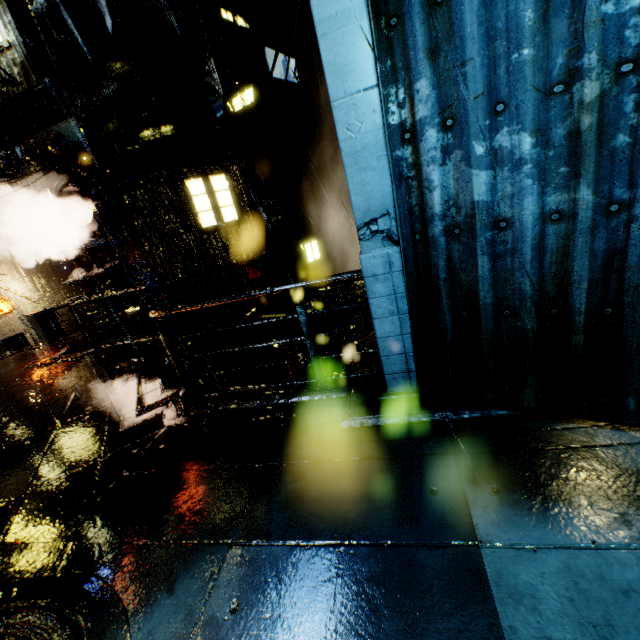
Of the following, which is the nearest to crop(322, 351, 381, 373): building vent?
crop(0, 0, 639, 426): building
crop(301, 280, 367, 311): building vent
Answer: crop(0, 0, 639, 426): building

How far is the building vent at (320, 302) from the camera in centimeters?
1370cm

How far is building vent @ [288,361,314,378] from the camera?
14.0 meters

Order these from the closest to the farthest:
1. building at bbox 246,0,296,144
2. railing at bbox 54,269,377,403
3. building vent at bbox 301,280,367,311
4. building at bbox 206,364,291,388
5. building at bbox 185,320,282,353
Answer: railing at bbox 54,269,377,403, building at bbox 185,320,282,353, building vent at bbox 301,280,367,311, building at bbox 246,0,296,144, building at bbox 206,364,291,388

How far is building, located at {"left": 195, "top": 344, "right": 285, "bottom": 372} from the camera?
17.3m

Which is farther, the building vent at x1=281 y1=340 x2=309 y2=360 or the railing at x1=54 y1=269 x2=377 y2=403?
the building vent at x1=281 y1=340 x2=309 y2=360

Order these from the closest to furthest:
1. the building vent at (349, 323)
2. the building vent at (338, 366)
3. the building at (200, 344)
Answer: the building vent at (338, 366) → the building at (200, 344) → the building vent at (349, 323)

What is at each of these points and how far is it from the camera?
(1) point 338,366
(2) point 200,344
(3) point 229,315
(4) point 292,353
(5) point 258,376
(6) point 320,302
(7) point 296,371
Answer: (1) building vent, 6.1 meters
(2) building, 10.8 meters
(3) building, 12.5 meters
(4) building vent, 14.2 meters
(5) building, 19.0 meters
(6) building vent, 14.0 meters
(7) building vent, 14.7 meters
